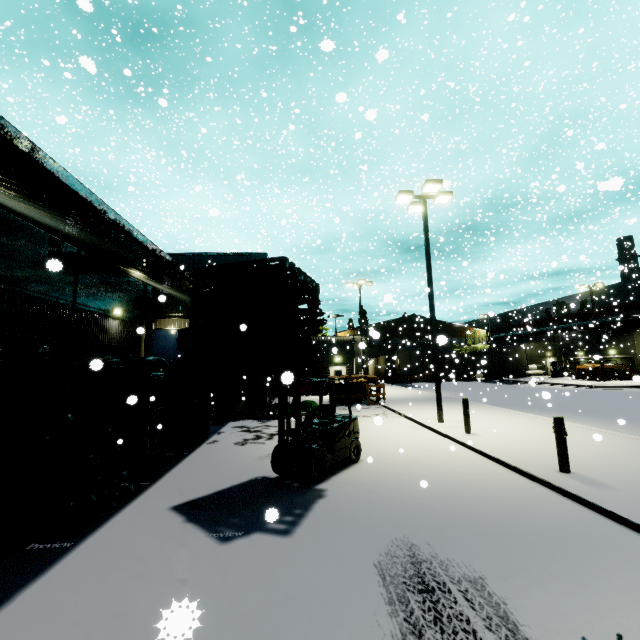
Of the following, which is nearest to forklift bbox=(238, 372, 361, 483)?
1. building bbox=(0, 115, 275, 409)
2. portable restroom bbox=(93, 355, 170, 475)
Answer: building bbox=(0, 115, 275, 409)

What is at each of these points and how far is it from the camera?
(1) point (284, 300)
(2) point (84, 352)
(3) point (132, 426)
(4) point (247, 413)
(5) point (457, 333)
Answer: (1) pallet, 6.21m
(2) roll-up door, 14.70m
(3) portable restroom, 8.10m
(4) pipe, 16.45m
(5) building, 51.41m

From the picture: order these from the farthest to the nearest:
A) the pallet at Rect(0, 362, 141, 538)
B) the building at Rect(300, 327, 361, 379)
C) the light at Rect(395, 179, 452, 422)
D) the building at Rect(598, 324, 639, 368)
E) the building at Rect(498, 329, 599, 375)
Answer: the building at Rect(498, 329, 599, 375) → the building at Rect(598, 324, 639, 368) → the building at Rect(300, 327, 361, 379) → the light at Rect(395, 179, 452, 422) → the pallet at Rect(0, 362, 141, 538)

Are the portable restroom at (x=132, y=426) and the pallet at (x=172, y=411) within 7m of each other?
yes

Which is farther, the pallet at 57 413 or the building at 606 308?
the building at 606 308

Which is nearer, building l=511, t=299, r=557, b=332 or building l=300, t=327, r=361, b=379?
building l=300, t=327, r=361, b=379

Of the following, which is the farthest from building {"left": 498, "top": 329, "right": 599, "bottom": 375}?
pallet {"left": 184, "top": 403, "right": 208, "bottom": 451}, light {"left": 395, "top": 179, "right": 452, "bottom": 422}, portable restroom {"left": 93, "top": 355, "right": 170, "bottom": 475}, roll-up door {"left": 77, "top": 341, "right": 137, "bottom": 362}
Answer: light {"left": 395, "top": 179, "right": 452, "bottom": 422}

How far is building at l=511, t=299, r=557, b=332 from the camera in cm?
4588
